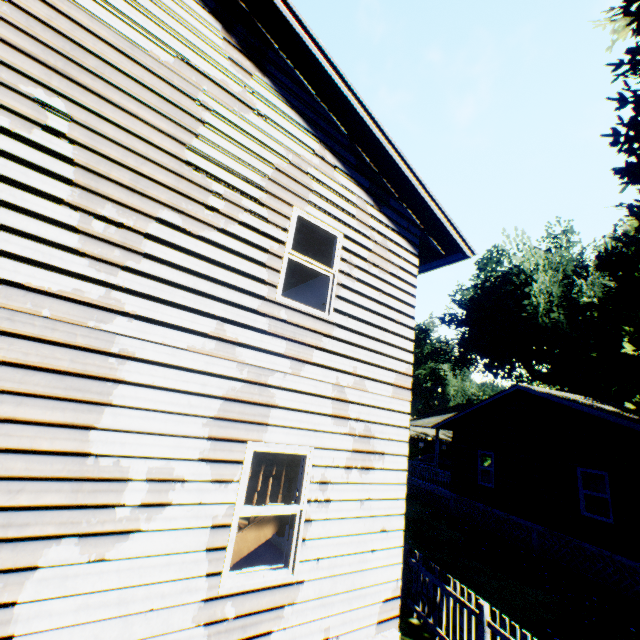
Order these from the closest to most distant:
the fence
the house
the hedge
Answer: the house < the fence < the hedge

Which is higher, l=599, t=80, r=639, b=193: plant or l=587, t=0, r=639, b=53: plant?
l=587, t=0, r=639, b=53: plant

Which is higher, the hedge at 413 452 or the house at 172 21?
the house at 172 21

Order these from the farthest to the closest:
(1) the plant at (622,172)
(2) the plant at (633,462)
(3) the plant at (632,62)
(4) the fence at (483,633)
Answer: (3) the plant at (632,62), (1) the plant at (622,172), (2) the plant at (633,462), (4) the fence at (483,633)

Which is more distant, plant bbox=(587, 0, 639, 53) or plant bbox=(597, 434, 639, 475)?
plant bbox=(587, 0, 639, 53)

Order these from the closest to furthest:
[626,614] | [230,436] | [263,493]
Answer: [230,436], [263,493], [626,614]

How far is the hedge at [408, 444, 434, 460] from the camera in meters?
46.2

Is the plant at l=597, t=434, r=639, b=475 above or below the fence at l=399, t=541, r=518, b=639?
above
